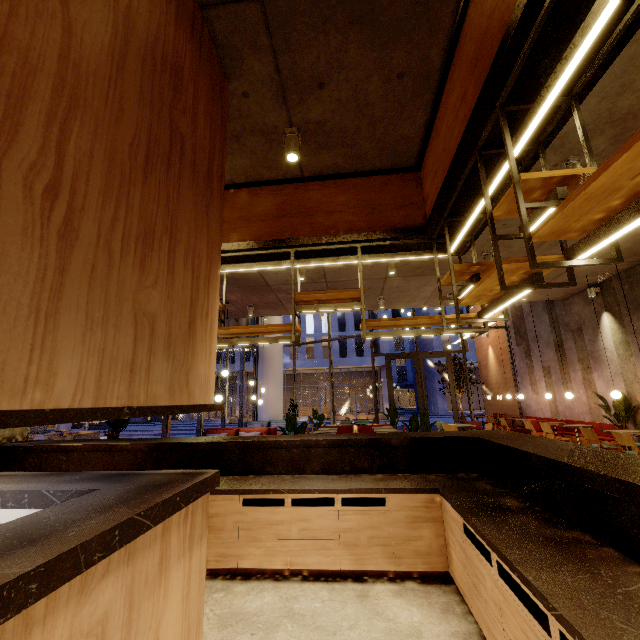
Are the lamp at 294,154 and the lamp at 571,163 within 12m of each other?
yes

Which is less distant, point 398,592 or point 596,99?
point 398,592

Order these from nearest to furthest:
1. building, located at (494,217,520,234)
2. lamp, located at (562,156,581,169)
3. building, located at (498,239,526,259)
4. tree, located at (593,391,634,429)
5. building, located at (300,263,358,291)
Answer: lamp, located at (562,156,581,169)
building, located at (494,217,520,234)
building, located at (498,239,526,259)
building, located at (300,263,358,291)
tree, located at (593,391,634,429)

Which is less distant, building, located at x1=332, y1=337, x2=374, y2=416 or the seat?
the seat

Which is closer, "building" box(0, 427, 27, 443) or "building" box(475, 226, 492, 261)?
"building" box(0, 427, 27, 443)

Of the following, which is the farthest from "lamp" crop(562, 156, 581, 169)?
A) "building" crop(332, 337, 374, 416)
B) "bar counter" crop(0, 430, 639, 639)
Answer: "building" crop(332, 337, 374, 416)

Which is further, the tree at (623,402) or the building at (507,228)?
the tree at (623,402)

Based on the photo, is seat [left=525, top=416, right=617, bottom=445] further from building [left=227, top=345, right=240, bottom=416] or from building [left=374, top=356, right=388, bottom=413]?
building [left=227, top=345, right=240, bottom=416]
